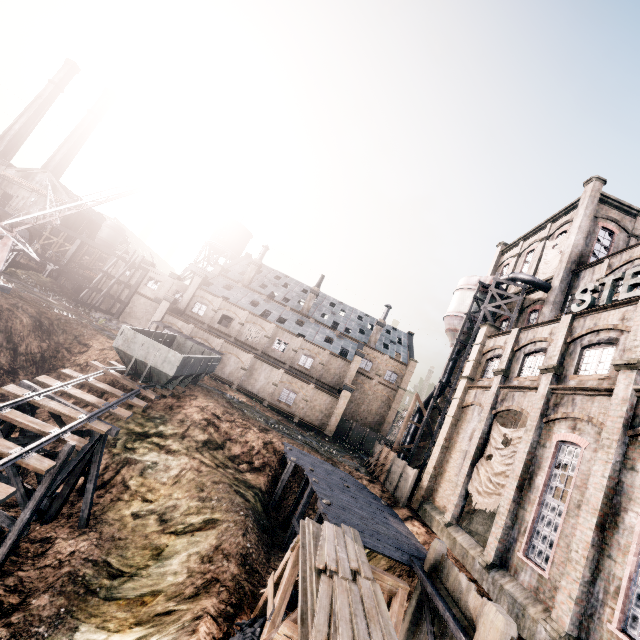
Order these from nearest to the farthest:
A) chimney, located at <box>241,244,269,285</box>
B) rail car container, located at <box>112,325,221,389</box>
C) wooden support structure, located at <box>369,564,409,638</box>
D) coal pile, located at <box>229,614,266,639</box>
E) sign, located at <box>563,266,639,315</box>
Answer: coal pile, located at <box>229,614,266,639</box>
wooden support structure, located at <box>369,564,409,638</box>
sign, located at <box>563,266,639,315</box>
rail car container, located at <box>112,325,221,389</box>
chimney, located at <box>241,244,269,285</box>

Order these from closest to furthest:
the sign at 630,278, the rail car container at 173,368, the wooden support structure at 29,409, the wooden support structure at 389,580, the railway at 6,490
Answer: the railway at 6,490 < the wooden support structure at 389,580 < the sign at 630,278 < the wooden support structure at 29,409 < the rail car container at 173,368

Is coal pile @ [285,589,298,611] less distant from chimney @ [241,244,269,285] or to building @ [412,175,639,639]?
building @ [412,175,639,639]

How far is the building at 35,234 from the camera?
56.36m

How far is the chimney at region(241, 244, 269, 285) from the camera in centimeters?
5444cm

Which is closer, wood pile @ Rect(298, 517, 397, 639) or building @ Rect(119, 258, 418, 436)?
wood pile @ Rect(298, 517, 397, 639)

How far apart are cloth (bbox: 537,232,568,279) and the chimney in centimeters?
3946cm

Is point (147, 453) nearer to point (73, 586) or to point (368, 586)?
point (73, 586)
